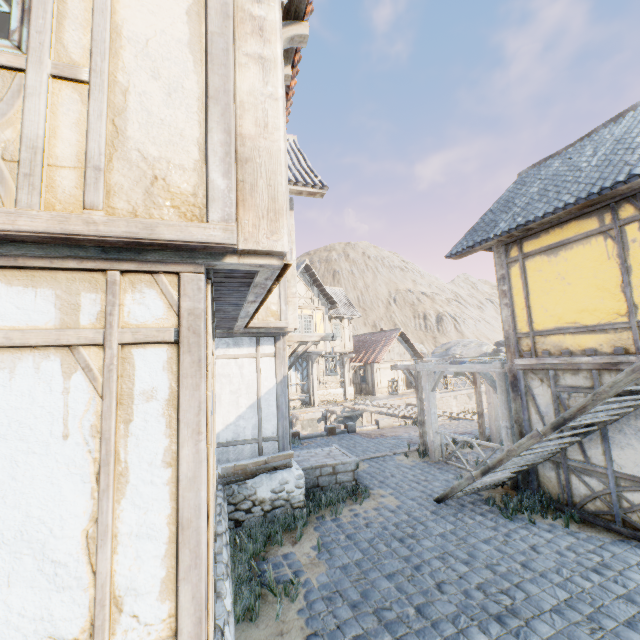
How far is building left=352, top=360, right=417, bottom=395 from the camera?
29.0m

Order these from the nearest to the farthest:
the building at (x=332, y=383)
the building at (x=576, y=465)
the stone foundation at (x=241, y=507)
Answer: the stone foundation at (x=241, y=507), the building at (x=576, y=465), the building at (x=332, y=383)

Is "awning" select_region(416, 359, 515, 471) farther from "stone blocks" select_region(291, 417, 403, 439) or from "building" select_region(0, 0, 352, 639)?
"building" select_region(0, 0, 352, 639)

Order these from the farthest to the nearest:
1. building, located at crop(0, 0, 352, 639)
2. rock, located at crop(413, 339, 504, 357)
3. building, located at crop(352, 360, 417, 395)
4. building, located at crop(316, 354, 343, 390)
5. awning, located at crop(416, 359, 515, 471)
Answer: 1. rock, located at crop(413, 339, 504, 357)
2. building, located at crop(352, 360, 417, 395)
3. building, located at crop(316, 354, 343, 390)
4. awning, located at crop(416, 359, 515, 471)
5. building, located at crop(0, 0, 352, 639)

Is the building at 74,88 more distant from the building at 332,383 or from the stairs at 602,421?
the building at 332,383

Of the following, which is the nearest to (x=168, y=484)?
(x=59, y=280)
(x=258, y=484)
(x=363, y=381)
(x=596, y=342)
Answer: (x=59, y=280)

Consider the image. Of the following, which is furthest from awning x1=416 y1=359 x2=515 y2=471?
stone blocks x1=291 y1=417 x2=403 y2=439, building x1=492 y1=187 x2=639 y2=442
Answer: stone blocks x1=291 y1=417 x2=403 y2=439

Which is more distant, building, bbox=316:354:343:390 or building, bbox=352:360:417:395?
building, bbox=352:360:417:395
